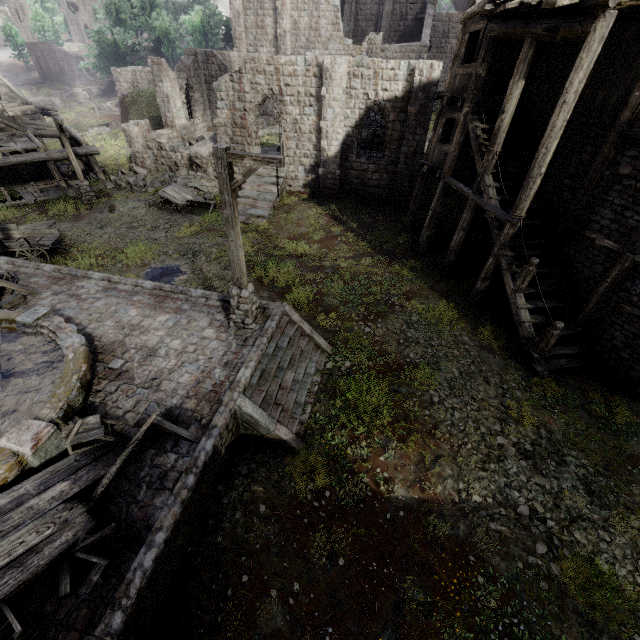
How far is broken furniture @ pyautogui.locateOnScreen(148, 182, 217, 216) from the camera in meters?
19.9

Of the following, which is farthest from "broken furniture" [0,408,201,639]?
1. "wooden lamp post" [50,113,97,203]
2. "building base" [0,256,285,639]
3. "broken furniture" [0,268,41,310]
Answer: "wooden lamp post" [50,113,97,203]

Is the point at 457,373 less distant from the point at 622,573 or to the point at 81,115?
the point at 622,573

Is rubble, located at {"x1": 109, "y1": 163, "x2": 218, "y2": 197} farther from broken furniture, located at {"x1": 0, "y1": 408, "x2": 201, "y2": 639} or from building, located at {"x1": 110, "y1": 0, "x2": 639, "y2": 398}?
broken furniture, located at {"x1": 0, "y1": 408, "x2": 201, "y2": 639}

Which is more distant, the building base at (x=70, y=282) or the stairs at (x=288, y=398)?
the stairs at (x=288, y=398)

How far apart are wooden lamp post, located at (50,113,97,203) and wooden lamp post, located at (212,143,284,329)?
16.4m

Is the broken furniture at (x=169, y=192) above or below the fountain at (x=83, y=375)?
below

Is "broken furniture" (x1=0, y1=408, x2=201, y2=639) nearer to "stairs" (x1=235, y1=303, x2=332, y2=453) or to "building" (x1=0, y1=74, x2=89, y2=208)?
"stairs" (x1=235, y1=303, x2=332, y2=453)
